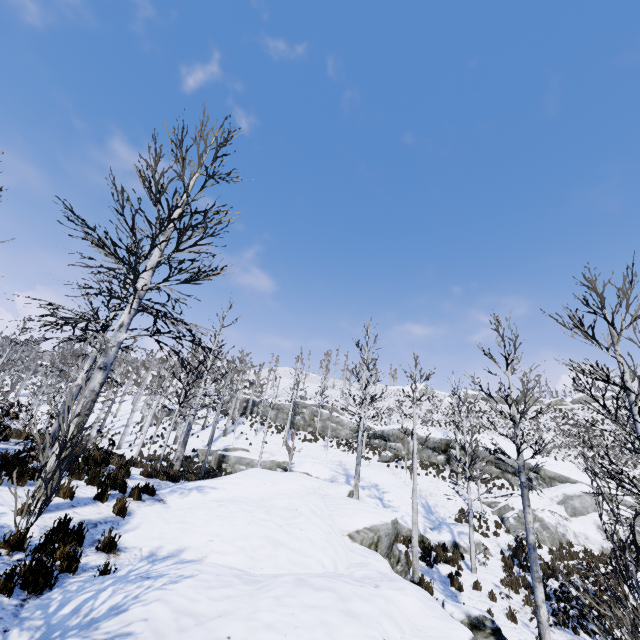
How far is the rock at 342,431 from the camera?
36.4m

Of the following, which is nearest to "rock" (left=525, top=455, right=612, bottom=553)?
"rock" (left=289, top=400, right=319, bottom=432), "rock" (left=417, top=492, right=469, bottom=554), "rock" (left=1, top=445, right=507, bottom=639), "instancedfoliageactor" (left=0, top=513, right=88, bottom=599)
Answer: "rock" (left=289, top=400, right=319, bottom=432)

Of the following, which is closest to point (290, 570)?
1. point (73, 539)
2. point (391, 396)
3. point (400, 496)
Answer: point (73, 539)

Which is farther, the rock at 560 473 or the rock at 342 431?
the rock at 342 431

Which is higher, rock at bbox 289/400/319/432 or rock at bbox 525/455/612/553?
rock at bbox 289/400/319/432

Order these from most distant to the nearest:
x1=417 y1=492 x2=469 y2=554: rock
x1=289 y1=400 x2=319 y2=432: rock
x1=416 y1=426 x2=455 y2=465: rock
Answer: x1=289 y1=400 x2=319 y2=432: rock
x1=416 y1=426 x2=455 y2=465: rock
x1=417 y1=492 x2=469 y2=554: rock

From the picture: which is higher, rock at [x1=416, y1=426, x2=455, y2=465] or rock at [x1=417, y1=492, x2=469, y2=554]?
rock at [x1=416, y1=426, x2=455, y2=465]

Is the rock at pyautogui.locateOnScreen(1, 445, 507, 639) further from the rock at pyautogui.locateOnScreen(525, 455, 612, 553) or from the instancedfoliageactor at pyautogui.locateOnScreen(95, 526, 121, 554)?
the rock at pyautogui.locateOnScreen(525, 455, 612, 553)
